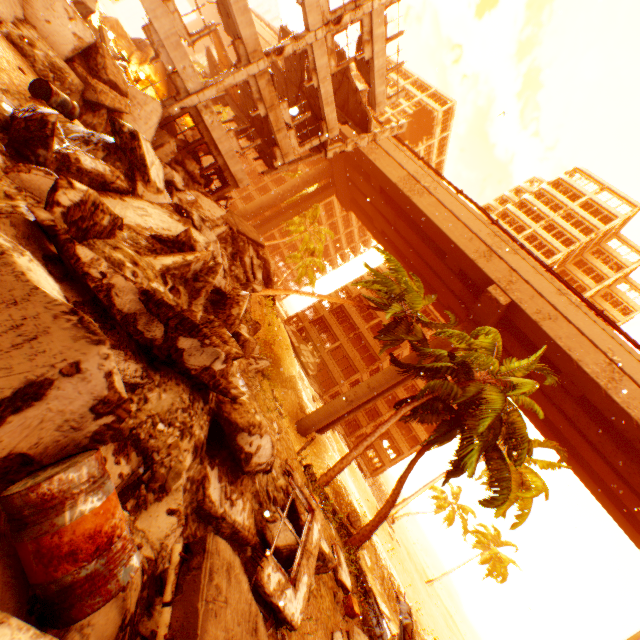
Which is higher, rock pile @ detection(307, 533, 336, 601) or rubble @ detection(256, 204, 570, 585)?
rubble @ detection(256, 204, 570, 585)

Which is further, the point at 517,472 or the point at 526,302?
the point at 517,472

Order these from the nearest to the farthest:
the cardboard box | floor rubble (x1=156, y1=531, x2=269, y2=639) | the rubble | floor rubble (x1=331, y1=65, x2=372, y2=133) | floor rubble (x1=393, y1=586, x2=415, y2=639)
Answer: floor rubble (x1=156, y1=531, x2=269, y2=639) → the cardboard box → floor rubble (x1=393, y1=586, x2=415, y2=639) → the rubble → floor rubble (x1=331, y1=65, x2=372, y2=133)

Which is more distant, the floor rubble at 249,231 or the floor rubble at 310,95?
the floor rubble at 249,231

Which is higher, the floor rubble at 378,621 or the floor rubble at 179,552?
the floor rubble at 179,552

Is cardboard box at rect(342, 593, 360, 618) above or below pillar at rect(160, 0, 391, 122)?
below

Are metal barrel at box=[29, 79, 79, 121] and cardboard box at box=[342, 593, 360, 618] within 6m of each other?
no

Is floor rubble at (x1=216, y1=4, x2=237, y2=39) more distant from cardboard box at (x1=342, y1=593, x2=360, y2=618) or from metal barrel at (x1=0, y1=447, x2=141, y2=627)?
cardboard box at (x1=342, y1=593, x2=360, y2=618)
